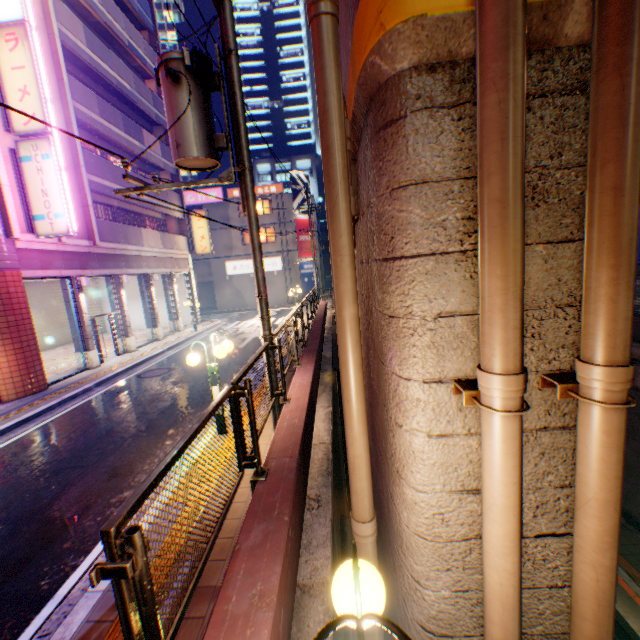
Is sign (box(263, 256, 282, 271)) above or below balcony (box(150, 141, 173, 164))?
below

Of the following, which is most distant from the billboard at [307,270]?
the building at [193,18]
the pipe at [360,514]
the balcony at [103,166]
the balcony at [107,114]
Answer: the pipe at [360,514]

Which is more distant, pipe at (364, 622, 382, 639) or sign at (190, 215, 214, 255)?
sign at (190, 215, 214, 255)

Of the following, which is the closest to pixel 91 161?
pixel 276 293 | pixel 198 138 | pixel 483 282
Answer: pixel 198 138

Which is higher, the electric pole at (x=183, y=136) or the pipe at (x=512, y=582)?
the electric pole at (x=183, y=136)

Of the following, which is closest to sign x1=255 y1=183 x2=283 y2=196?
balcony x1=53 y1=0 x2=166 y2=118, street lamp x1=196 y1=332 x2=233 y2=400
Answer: balcony x1=53 y1=0 x2=166 y2=118

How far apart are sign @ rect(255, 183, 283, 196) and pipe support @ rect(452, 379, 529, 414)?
34.84m

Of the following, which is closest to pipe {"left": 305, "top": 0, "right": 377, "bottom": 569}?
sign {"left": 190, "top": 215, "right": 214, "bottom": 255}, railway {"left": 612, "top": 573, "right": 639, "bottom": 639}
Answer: railway {"left": 612, "top": 573, "right": 639, "bottom": 639}
